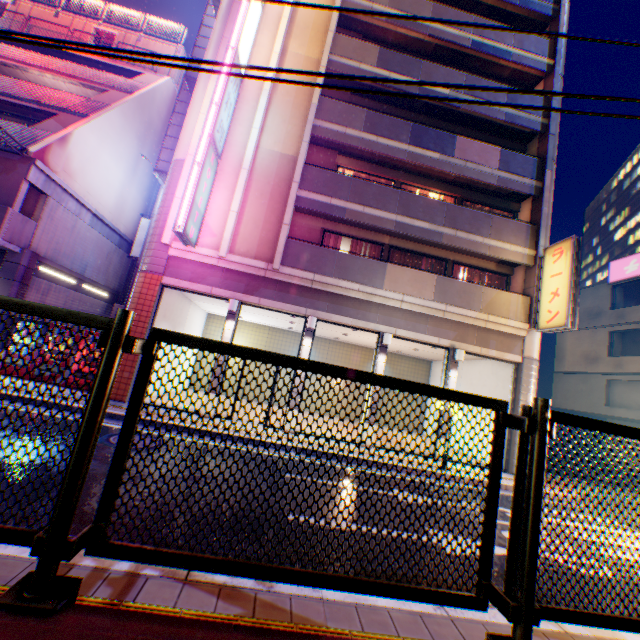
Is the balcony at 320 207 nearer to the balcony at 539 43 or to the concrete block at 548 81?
the concrete block at 548 81

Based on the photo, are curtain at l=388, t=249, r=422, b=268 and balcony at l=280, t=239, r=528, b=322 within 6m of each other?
yes

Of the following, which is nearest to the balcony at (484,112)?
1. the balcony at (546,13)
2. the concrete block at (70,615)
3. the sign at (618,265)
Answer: the balcony at (546,13)

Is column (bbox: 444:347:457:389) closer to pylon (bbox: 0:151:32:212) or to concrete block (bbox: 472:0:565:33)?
concrete block (bbox: 472:0:565:33)

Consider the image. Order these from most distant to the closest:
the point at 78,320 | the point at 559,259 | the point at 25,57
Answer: the point at 25,57 < the point at 559,259 < the point at 78,320

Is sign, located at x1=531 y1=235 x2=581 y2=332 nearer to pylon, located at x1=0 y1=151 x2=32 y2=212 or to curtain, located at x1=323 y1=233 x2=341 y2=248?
curtain, located at x1=323 y1=233 x2=341 y2=248

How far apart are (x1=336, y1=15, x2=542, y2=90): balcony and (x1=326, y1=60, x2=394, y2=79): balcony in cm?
320

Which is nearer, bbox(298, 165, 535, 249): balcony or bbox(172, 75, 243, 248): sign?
bbox(172, 75, 243, 248): sign
